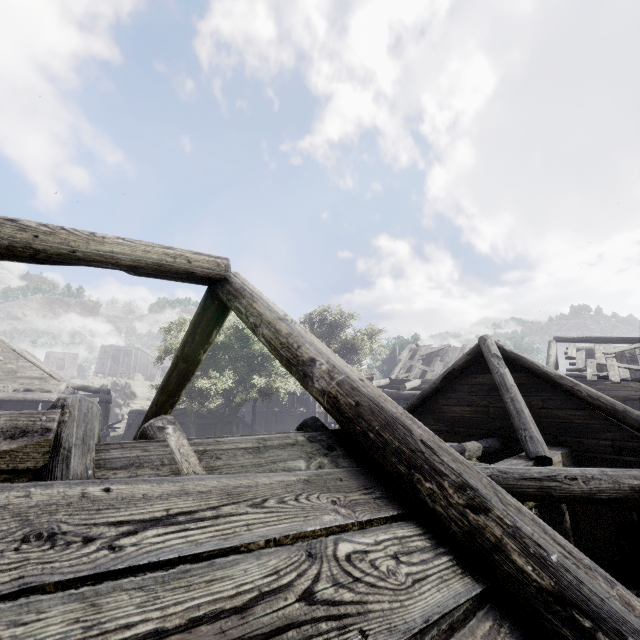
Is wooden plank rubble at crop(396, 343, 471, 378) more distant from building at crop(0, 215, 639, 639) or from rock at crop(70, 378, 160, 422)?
rock at crop(70, 378, 160, 422)

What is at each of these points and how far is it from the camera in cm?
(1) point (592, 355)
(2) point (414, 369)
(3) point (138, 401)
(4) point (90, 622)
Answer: (1) wooden plank rubble, 1758
(2) wooden plank rubble, 2266
(3) rock, 4128
(4) building, 77

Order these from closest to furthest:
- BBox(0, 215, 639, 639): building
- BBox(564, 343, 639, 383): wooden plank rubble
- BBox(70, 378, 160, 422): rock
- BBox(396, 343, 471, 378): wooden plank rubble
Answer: BBox(0, 215, 639, 639): building < BBox(564, 343, 639, 383): wooden plank rubble < BBox(396, 343, 471, 378): wooden plank rubble < BBox(70, 378, 160, 422): rock

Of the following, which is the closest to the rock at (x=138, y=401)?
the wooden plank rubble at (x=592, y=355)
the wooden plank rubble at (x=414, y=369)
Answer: the wooden plank rubble at (x=414, y=369)

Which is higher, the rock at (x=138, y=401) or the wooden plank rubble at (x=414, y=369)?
the wooden plank rubble at (x=414, y=369)

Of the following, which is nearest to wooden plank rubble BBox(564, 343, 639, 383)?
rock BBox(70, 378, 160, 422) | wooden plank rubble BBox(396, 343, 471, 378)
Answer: wooden plank rubble BBox(396, 343, 471, 378)

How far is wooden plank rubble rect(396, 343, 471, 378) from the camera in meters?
21.8

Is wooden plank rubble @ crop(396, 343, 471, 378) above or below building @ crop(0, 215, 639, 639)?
above
